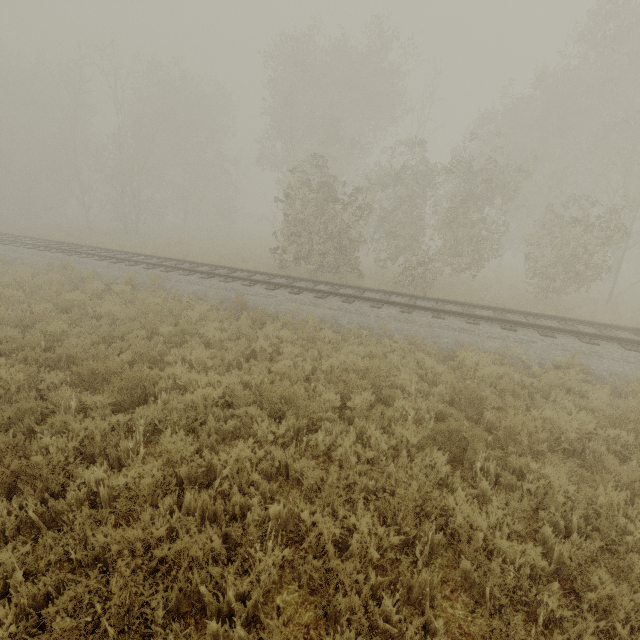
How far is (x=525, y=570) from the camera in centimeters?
313cm
